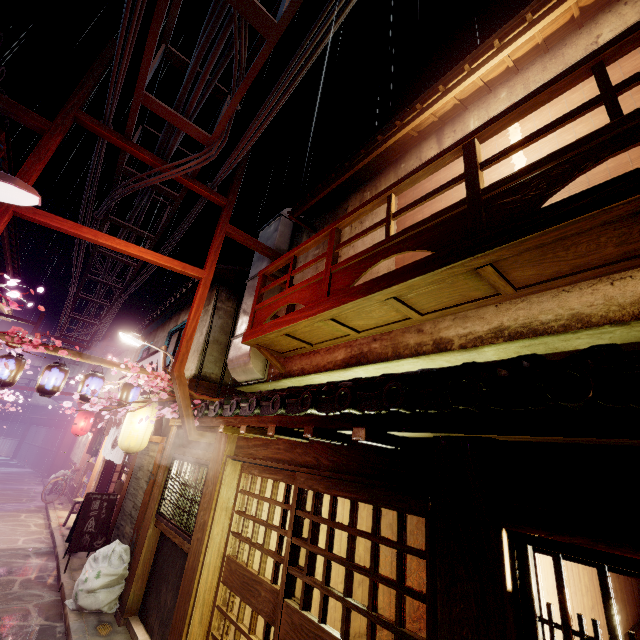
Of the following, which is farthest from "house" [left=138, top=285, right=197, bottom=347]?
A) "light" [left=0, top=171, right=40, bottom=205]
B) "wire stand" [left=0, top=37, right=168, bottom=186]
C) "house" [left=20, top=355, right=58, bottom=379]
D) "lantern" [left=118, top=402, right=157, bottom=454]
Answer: "house" [left=20, top=355, right=58, bottom=379]

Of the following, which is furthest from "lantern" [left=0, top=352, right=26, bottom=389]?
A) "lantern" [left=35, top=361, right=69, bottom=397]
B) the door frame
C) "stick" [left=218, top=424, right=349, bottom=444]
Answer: "stick" [left=218, top=424, right=349, bottom=444]

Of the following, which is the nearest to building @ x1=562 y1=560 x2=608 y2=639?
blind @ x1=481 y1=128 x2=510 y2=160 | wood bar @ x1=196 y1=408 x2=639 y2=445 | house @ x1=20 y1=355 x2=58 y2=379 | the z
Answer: wood bar @ x1=196 y1=408 x2=639 y2=445

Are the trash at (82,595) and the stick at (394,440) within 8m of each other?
no

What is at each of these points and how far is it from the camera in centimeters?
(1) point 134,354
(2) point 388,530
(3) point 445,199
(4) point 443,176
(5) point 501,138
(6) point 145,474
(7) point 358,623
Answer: (1) house, 2878cm
(2) building, 1267cm
(3) blind, 857cm
(4) blind, 894cm
(5) blind, 788cm
(6) house, 1387cm
(7) building, 1080cm

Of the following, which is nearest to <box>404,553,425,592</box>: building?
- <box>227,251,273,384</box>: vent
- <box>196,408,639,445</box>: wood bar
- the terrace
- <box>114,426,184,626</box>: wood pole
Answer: <box>196,408,639,445</box>: wood bar

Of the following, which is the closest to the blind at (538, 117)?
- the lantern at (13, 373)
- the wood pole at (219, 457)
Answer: the wood pole at (219, 457)

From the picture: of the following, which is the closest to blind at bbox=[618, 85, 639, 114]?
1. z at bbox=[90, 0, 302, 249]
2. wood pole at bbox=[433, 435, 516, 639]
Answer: z at bbox=[90, 0, 302, 249]
